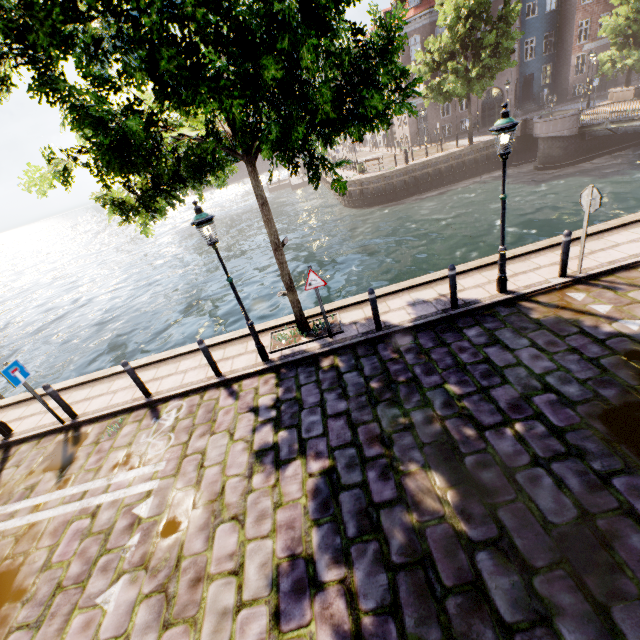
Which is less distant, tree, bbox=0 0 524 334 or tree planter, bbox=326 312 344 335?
tree, bbox=0 0 524 334

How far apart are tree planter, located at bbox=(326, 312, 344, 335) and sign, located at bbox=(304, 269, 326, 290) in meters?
1.4 m

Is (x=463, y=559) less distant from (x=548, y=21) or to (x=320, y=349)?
(x=320, y=349)

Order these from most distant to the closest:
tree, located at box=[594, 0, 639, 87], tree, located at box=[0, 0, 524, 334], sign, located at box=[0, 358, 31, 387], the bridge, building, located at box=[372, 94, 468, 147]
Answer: building, located at box=[372, 94, 468, 147] → tree, located at box=[594, 0, 639, 87] → the bridge → sign, located at box=[0, 358, 31, 387] → tree, located at box=[0, 0, 524, 334]

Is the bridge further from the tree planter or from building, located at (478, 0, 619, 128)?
the tree planter

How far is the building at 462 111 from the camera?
33.3 meters

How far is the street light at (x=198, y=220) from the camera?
6.1 meters

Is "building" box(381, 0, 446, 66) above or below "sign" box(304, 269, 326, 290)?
above
